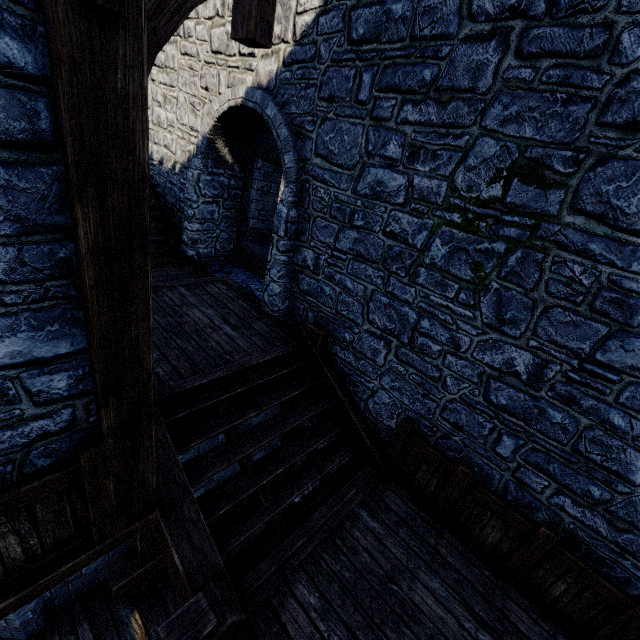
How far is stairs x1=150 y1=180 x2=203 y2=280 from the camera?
7.48m

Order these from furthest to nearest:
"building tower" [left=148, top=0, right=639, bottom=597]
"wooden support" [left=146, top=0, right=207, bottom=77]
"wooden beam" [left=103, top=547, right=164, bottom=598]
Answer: "wooden beam" [left=103, top=547, right=164, bottom=598] → "building tower" [left=148, top=0, right=639, bottom=597] → "wooden support" [left=146, top=0, right=207, bottom=77]

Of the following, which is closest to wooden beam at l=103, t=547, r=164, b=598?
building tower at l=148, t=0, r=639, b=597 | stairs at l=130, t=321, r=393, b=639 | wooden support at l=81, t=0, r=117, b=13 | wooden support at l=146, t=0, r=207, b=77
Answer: stairs at l=130, t=321, r=393, b=639

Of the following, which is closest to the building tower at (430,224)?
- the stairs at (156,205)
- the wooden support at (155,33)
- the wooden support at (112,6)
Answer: the stairs at (156,205)

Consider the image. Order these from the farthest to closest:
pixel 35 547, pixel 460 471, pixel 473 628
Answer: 1. pixel 460 471
2. pixel 473 628
3. pixel 35 547

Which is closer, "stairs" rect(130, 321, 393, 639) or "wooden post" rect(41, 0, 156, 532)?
"wooden post" rect(41, 0, 156, 532)

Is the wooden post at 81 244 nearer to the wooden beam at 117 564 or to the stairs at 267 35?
the stairs at 267 35

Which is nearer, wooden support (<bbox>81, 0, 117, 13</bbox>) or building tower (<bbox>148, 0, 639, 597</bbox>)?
wooden support (<bbox>81, 0, 117, 13</bbox>)
